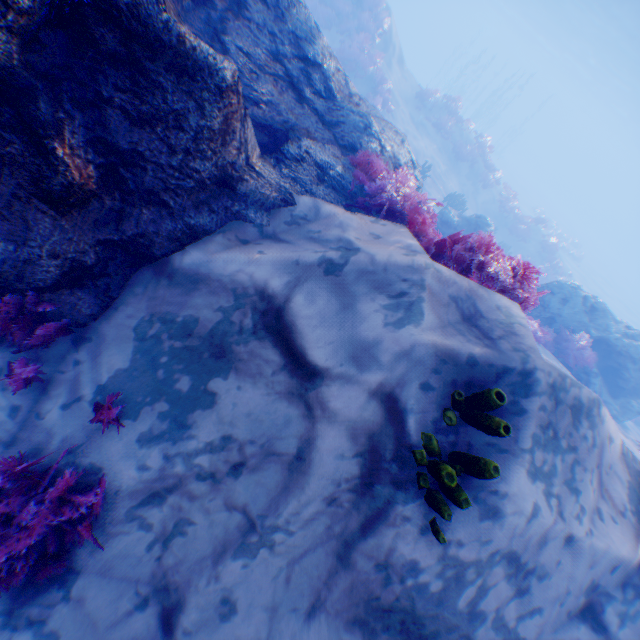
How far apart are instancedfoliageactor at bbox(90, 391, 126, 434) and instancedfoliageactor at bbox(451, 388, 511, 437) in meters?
2.7 m

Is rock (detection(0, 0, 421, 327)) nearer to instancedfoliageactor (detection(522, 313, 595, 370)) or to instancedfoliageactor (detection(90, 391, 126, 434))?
instancedfoliageactor (detection(522, 313, 595, 370))

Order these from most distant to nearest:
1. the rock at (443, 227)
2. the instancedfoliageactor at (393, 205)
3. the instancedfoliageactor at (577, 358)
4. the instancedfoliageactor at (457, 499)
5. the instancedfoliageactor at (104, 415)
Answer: the rock at (443, 227) < the instancedfoliageactor at (577, 358) < the instancedfoliageactor at (393, 205) < the instancedfoliageactor at (104, 415) < the instancedfoliageactor at (457, 499)

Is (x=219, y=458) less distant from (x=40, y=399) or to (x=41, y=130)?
(x=40, y=399)

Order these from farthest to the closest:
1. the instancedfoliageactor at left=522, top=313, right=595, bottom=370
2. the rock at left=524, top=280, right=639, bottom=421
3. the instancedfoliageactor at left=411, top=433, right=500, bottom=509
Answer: the rock at left=524, top=280, right=639, bottom=421, the instancedfoliageactor at left=522, top=313, right=595, bottom=370, the instancedfoliageactor at left=411, top=433, right=500, bottom=509

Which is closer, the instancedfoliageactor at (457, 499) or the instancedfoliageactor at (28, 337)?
the instancedfoliageactor at (457, 499)
